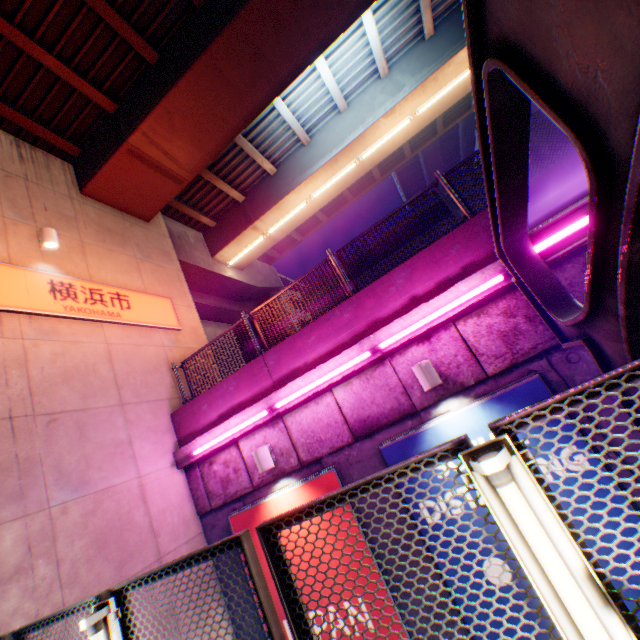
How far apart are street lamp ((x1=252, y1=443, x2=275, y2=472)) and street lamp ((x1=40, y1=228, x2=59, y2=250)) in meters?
6.3

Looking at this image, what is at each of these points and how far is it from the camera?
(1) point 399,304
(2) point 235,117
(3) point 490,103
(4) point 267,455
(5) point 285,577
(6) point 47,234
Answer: (1) concrete block, 5.6 meters
(2) overpass support, 9.1 meters
(3) canopy, 2.2 meters
(4) street lamp, 5.9 meters
(5) metal fence, 1.6 meters
(6) street lamp, 7.0 meters

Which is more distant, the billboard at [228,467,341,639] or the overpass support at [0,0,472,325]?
the overpass support at [0,0,472,325]

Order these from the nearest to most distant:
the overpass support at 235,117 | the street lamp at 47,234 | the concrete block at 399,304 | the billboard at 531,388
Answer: the billboard at 531,388
the concrete block at 399,304
the street lamp at 47,234
the overpass support at 235,117

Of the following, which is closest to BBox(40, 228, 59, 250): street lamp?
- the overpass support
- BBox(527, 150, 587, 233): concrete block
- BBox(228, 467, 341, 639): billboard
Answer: the overpass support

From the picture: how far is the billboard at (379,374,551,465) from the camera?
4.5m

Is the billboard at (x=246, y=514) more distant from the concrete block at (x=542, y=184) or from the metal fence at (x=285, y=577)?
the metal fence at (x=285, y=577)

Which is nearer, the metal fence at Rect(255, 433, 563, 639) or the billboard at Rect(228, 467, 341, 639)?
the metal fence at Rect(255, 433, 563, 639)
